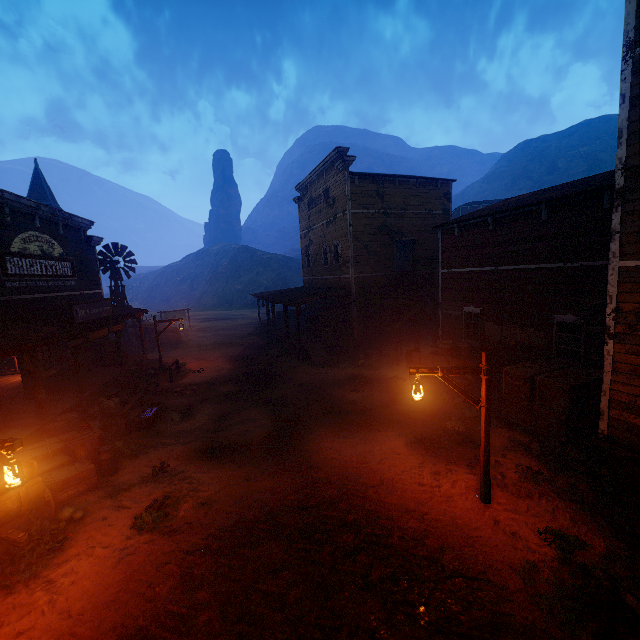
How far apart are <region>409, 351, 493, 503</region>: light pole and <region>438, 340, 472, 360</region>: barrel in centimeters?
609cm

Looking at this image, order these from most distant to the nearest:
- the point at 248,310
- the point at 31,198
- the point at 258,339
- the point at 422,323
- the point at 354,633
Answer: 1. the point at 248,310
2. the point at 31,198
3. the point at 258,339
4. the point at 422,323
5. the point at 354,633

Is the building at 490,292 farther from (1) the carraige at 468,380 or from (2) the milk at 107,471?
(2) the milk at 107,471

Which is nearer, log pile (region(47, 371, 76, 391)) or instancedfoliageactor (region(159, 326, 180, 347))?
log pile (region(47, 371, 76, 391))

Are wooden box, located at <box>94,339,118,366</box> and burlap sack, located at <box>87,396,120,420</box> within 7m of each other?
yes

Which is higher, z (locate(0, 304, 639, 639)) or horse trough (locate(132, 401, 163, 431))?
horse trough (locate(132, 401, 163, 431))

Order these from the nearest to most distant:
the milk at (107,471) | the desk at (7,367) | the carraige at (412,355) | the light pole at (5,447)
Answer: the light pole at (5,447)
the milk at (107,471)
the carraige at (412,355)
the desk at (7,367)

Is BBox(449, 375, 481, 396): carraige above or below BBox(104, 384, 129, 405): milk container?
above
